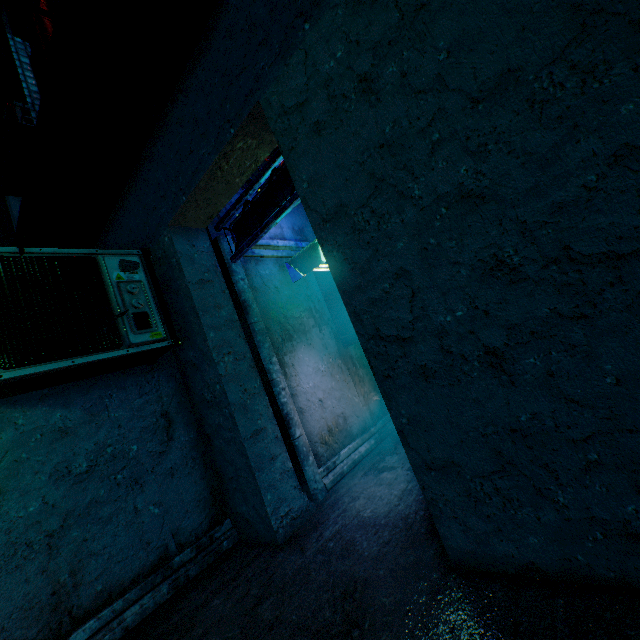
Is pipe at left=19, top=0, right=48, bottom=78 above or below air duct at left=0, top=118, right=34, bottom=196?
above

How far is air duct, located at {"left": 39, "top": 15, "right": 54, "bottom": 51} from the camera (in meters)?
2.80

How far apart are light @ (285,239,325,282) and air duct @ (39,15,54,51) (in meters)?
2.32

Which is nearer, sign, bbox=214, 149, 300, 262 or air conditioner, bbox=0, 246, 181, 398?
air conditioner, bbox=0, 246, 181, 398

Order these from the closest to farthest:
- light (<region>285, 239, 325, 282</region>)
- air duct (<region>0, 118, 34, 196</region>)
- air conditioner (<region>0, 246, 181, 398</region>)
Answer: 1. air conditioner (<region>0, 246, 181, 398</region>)
2. air duct (<region>0, 118, 34, 196</region>)
3. light (<region>285, 239, 325, 282</region>)

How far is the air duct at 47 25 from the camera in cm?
280

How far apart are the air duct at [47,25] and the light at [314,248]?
2.3m

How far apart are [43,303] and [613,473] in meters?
3.2 m
